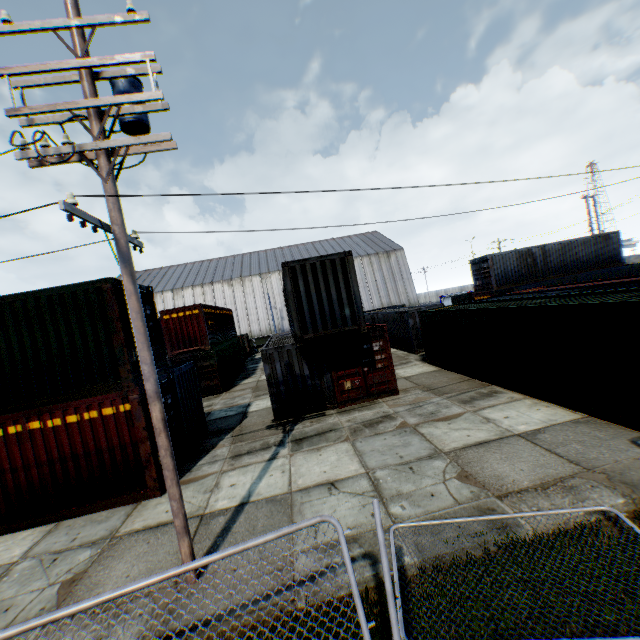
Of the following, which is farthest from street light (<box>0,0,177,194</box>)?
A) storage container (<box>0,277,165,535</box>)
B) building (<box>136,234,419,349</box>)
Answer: building (<box>136,234,419,349</box>)

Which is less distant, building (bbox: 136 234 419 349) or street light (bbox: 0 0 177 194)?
street light (bbox: 0 0 177 194)

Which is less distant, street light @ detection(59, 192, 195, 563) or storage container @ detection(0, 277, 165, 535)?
street light @ detection(59, 192, 195, 563)

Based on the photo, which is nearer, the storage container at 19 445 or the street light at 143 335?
the street light at 143 335

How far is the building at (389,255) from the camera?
47.2m

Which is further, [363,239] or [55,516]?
[363,239]

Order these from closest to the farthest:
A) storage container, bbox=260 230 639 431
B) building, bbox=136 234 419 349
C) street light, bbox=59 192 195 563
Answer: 1. street light, bbox=59 192 195 563
2. storage container, bbox=260 230 639 431
3. building, bbox=136 234 419 349

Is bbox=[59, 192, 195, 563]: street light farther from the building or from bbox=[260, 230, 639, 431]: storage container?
the building
